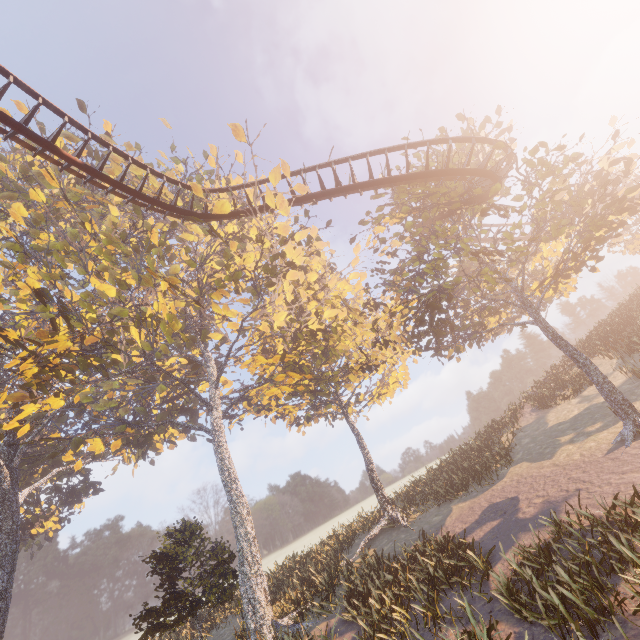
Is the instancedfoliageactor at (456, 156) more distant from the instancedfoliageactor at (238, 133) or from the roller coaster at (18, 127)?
the instancedfoliageactor at (238, 133)

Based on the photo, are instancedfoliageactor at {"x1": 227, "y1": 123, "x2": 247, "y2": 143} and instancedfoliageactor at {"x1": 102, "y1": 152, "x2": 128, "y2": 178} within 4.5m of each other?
no

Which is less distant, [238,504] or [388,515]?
[238,504]

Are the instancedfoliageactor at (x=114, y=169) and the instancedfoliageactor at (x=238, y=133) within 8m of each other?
no

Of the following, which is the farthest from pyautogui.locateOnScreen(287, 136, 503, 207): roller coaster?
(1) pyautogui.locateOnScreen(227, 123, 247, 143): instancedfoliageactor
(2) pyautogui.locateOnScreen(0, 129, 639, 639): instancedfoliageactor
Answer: (1) pyautogui.locateOnScreen(227, 123, 247, 143): instancedfoliageactor

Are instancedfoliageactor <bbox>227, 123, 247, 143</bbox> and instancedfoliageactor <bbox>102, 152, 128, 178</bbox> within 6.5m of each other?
no

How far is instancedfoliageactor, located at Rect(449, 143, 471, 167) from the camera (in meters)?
16.71

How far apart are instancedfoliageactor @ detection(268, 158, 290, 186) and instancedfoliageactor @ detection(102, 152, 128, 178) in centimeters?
981cm
